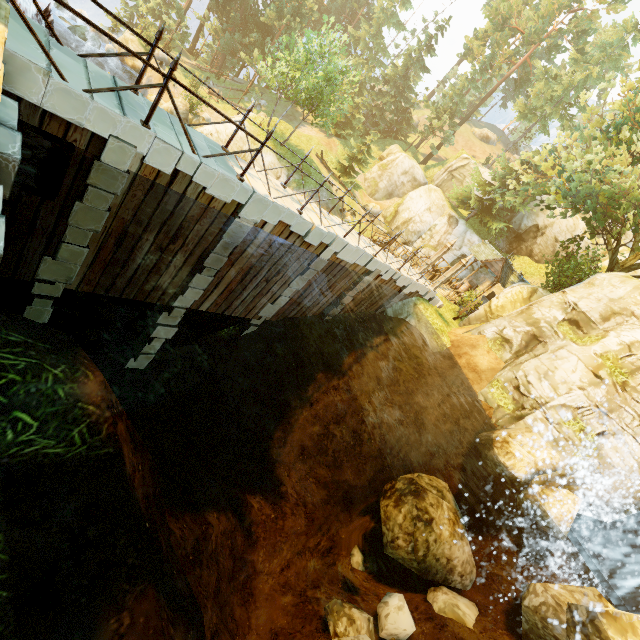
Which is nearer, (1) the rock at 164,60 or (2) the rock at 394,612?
(2) the rock at 394,612

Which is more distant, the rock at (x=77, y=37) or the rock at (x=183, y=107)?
the rock at (x=77, y=37)

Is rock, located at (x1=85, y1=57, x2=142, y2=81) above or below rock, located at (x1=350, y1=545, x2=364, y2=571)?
below

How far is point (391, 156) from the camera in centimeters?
4388cm

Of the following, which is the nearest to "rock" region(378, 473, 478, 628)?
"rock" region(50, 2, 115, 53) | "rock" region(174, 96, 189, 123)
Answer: "rock" region(174, 96, 189, 123)

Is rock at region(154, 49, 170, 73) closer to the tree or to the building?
the tree

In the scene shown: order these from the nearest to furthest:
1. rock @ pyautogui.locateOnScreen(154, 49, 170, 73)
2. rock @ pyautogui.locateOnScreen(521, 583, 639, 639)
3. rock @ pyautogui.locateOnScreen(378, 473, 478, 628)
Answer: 1. rock @ pyautogui.locateOnScreen(521, 583, 639, 639)
2. rock @ pyautogui.locateOnScreen(378, 473, 478, 628)
3. rock @ pyautogui.locateOnScreen(154, 49, 170, 73)

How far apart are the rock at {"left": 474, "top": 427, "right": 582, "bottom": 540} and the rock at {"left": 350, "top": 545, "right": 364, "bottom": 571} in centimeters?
538cm
